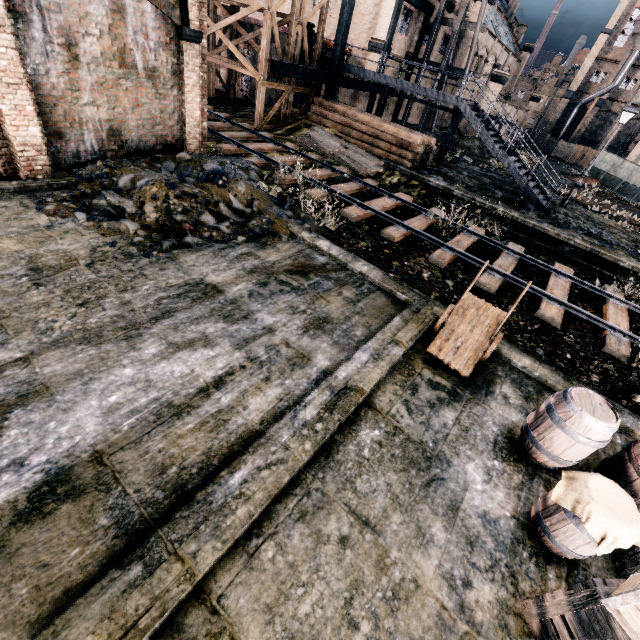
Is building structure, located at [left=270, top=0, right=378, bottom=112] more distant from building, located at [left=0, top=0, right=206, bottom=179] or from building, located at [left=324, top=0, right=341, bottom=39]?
building, located at [left=0, top=0, right=206, bottom=179]

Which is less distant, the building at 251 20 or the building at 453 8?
the building at 251 20

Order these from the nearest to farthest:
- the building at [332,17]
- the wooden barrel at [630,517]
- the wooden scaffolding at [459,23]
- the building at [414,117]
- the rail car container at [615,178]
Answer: →
the wooden barrel at [630,517]
the wooden scaffolding at [459,23]
the building at [332,17]
the building at [414,117]
the rail car container at [615,178]

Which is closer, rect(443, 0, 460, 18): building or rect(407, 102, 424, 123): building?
rect(443, 0, 460, 18): building

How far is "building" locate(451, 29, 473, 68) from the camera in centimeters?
3262cm

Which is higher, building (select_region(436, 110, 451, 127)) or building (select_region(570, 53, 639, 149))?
building (select_region(570, 53, 639, 149))

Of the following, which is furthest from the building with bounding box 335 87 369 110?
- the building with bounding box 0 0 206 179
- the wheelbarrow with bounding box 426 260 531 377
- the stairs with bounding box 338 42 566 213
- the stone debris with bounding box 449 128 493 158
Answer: the wheelbarrow with bounding box 426 260 531 377

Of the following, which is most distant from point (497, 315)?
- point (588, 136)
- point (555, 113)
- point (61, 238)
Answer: point (588, 136)
